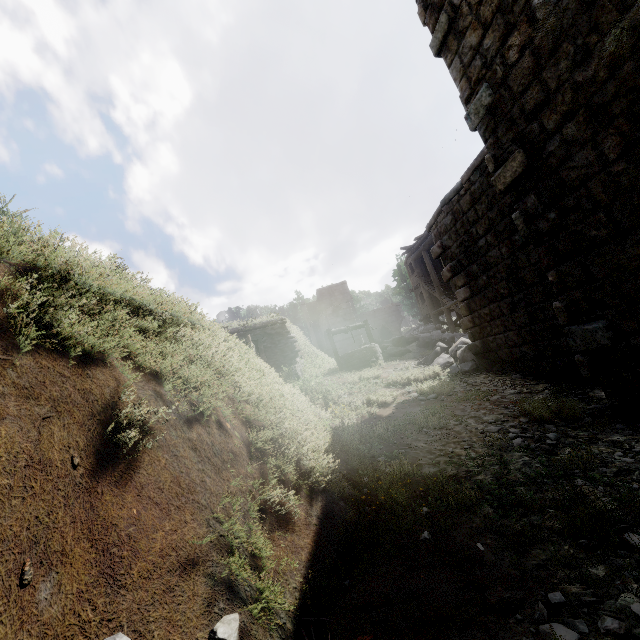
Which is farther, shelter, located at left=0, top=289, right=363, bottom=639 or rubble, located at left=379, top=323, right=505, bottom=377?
rubble, located at left=379, top=323, right=505, bottom=377

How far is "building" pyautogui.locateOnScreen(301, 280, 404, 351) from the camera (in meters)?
40.19

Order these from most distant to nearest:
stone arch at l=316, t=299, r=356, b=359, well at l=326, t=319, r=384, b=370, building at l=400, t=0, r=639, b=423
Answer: stone arch at l=316, t=299, r=356, b=359 < well at l=326, t=319, r=384, b=370 < building at l=400, t=0, r=639, b=423

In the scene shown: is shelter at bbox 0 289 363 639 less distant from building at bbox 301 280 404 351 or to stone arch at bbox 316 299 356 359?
stone arch at bbox 316 299 356 359

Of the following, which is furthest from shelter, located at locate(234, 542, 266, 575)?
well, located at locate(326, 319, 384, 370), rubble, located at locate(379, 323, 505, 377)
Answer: well, located at locate(326, 319, 384, 370)

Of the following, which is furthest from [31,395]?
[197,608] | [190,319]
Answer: [190,319]

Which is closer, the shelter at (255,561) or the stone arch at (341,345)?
the shelter at (255,561)

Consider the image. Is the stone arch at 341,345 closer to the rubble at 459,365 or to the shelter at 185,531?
the rubble at 459,365
